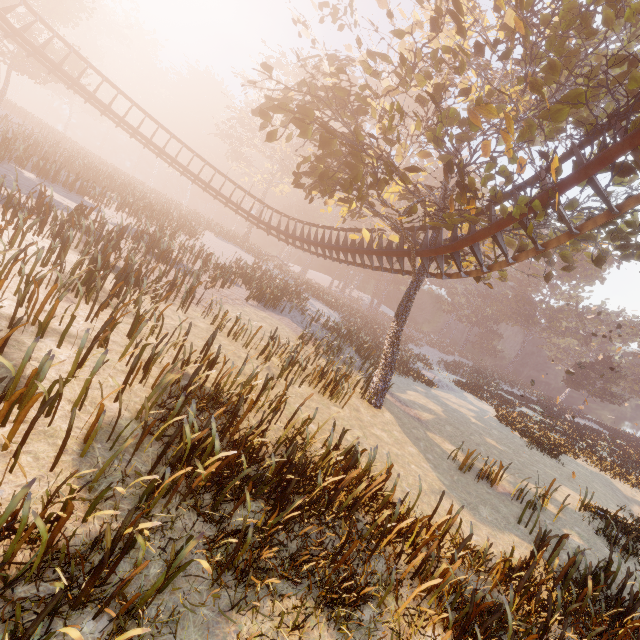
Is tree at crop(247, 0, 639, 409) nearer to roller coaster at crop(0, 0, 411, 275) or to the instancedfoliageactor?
roller coaster at crop(0, 0, 411, 275)

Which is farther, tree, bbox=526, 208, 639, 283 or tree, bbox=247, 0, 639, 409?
tree, bbox=526, 208, 639, 283

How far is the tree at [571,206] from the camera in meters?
9.2 m

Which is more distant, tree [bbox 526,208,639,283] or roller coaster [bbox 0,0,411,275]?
roller coaster [bbox 0,0,411,275]

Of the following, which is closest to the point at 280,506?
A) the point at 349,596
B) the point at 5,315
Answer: the point at 349,596

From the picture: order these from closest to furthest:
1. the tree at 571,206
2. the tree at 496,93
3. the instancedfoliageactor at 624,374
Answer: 1. the tree at 496,93
2. the tree at 571,206
3. the instancedfoliageactor at 624,374
